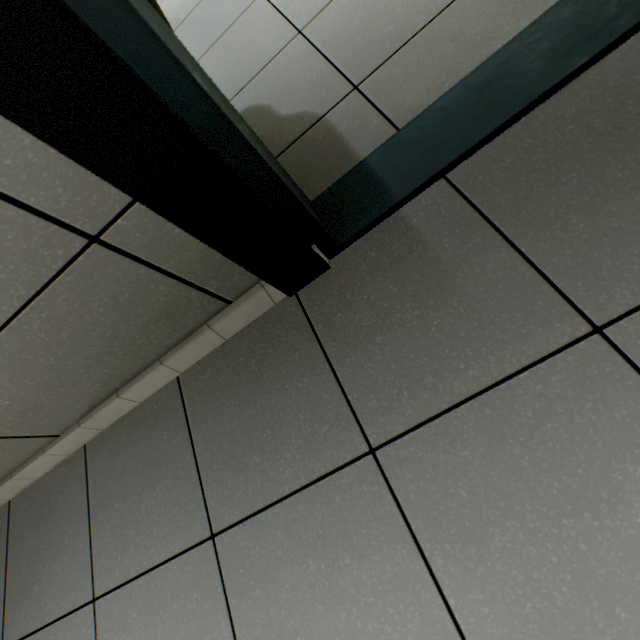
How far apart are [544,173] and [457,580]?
0.9m
